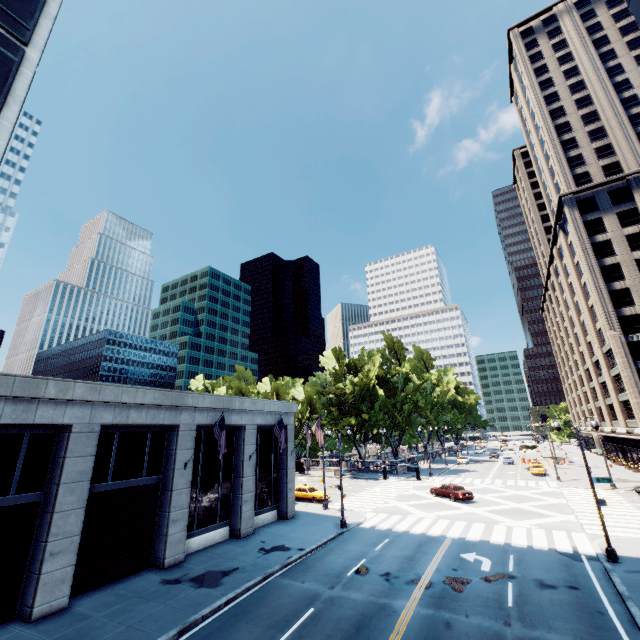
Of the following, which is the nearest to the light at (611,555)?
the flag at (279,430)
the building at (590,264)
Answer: the flag at (279,430)

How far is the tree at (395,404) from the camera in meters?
54.3 m

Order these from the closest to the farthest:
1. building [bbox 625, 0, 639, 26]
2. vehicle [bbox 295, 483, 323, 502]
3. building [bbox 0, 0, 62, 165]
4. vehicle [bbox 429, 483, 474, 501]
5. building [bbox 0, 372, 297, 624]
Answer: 1. building [bbox 0, 372, 297, 624]
2. building [bbox 0, 0, 62, 165]
3. building [bbox 625, 0, 639, 26]
4. vehicle [bbox 429, 483, 474, 501]
5. vehicle [bbox 295, 483, 323, 502]

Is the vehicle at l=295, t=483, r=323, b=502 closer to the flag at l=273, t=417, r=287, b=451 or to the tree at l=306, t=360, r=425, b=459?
the flag at l=273, t=417, r=287, b=451

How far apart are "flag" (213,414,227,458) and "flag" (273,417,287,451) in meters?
5.6

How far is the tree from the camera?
54.3 meters

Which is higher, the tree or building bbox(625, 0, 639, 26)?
building bbox(625, 0, 639, 26)

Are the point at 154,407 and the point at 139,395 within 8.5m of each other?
yes
